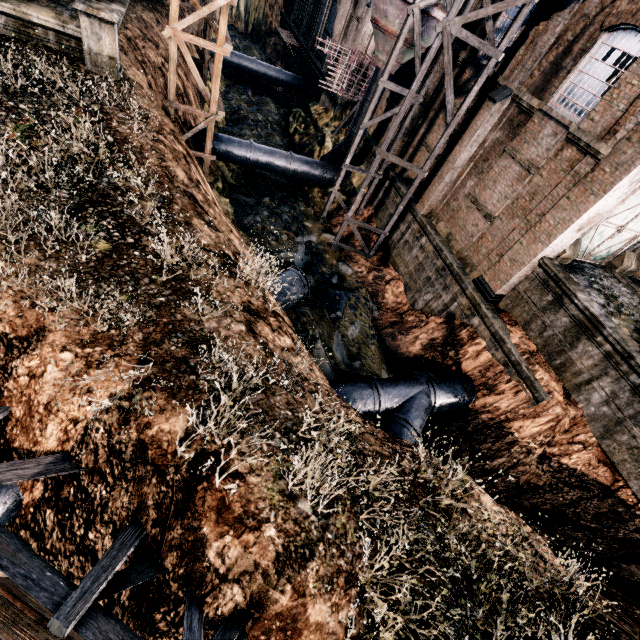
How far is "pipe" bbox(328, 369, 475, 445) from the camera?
12.16m

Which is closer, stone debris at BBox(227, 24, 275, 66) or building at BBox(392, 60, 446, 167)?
building at BBox(392, 60, 446, 167)

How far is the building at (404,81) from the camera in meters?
21.1 m

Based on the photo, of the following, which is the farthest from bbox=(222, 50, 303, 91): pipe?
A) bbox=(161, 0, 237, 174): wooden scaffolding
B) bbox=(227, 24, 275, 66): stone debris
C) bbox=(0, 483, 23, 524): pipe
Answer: bbox=(0, 483, 23, 524): pipe

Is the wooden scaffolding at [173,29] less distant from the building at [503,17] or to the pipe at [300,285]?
the pipe at [300,285]

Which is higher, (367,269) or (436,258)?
(436,258)

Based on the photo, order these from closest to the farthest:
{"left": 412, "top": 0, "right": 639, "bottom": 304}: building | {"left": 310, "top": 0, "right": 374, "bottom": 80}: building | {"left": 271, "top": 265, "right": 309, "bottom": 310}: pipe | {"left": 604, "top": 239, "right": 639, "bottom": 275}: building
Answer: {"left": 412, "top": 0, "right": 639, "bottom": 304}: building < {"left": 271, "top": 265, "right": 309, "bottom": 310}: pipe < {"left": 604, "top": 239, "right": 639, "bottom": 275}: building < {"left": 310, "top": 0, "right": 374, "bottom": 80}: building

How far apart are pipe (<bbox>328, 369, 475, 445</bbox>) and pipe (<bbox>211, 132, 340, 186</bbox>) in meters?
16.6 m
